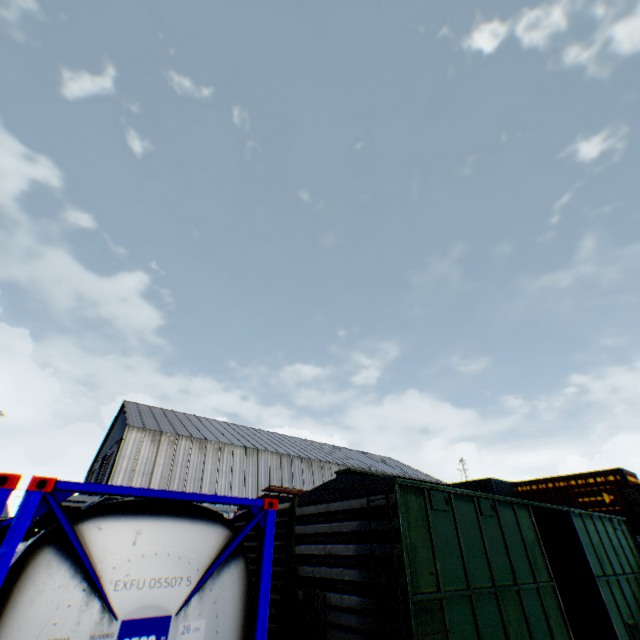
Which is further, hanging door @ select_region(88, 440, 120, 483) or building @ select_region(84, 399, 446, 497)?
hanging door @ select_region(88, 440, 120, 483)

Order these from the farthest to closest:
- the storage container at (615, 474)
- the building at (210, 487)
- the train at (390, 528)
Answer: A: the building at (210, 487) < the storage container at (615, 474) < the train at (390, 528)

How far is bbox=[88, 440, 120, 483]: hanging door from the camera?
29.6m

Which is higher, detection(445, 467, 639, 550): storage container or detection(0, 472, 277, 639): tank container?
detection(445, 467, 639, 550): storage container

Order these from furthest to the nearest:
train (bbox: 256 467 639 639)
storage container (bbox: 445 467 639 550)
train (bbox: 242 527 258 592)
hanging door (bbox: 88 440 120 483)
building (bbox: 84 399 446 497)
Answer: hanging door (bbox: 88 440 120 483) < building (bbox: 84 399 446 497) < storage container (bbox: 445 467 639 550) < train (bbox: 242 527 258 592) < train (bbox: 256 467 639 639)

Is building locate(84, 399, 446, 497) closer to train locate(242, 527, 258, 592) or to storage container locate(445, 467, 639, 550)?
storage container locate(445, 467, 639, 550)

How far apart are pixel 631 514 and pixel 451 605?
17.4 meters

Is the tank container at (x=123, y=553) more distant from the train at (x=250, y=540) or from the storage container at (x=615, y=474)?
the storage container at (x=615, y=474)
